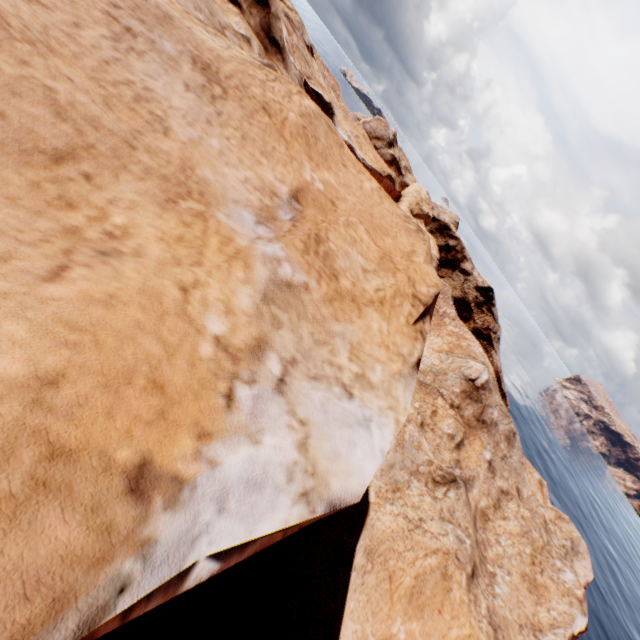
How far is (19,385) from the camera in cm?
Result: 189
